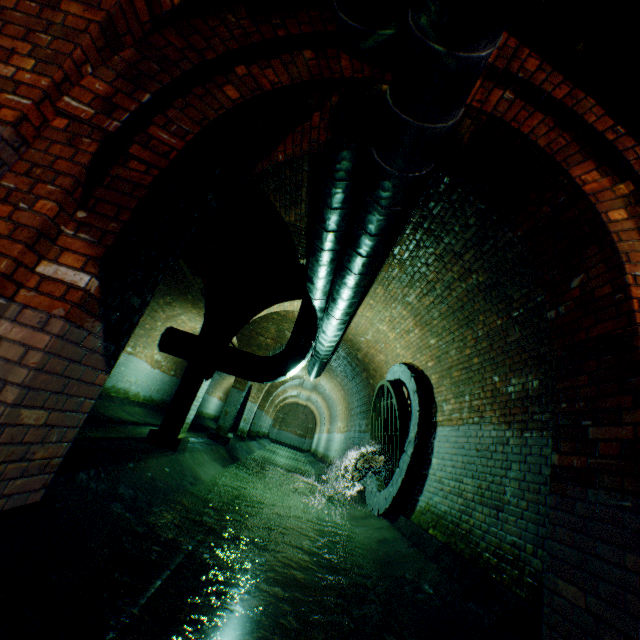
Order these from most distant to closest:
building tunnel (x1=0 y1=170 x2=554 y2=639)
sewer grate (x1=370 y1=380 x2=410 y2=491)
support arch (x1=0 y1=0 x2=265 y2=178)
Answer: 1. sewer grate (x1=370 y1=380 x2=410 y2=491)
2. building tunnel (x1=0 y1=170 x2=554 y2=639)
3. support arch (x1=0 y1=0 x2=265 y2=178)

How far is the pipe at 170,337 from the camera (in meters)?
7.16

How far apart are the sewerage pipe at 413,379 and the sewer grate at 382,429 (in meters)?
0.01

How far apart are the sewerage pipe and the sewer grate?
0.01m

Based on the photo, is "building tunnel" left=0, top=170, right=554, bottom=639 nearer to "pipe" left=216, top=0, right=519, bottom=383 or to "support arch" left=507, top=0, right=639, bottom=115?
"pipe" left=216, top=0, right=519, bottom=383

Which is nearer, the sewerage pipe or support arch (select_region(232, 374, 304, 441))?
the sewerage pipe

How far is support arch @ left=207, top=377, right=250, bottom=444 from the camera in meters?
10.8 m

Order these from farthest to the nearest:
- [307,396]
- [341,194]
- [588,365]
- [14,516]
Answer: [307,396] < [341,194] < [588,365] < [14,516]
